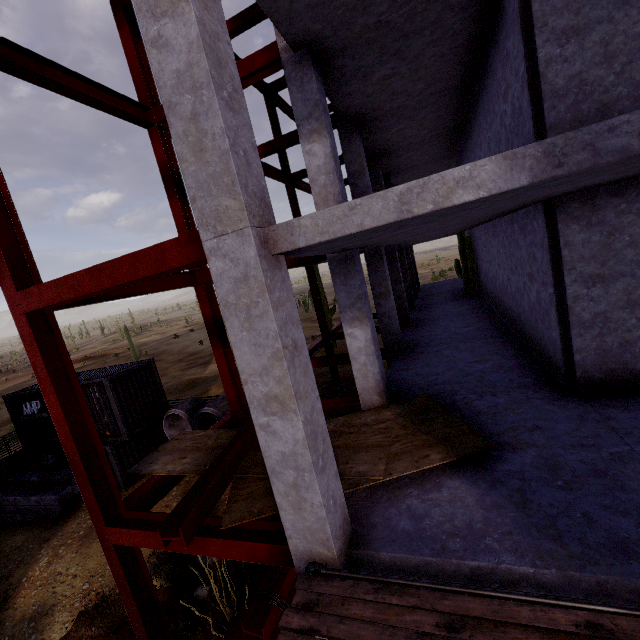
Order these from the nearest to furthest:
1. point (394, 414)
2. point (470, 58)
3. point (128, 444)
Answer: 1. point (394, 414)
2. point (470, 58)
3. point (128, 444)

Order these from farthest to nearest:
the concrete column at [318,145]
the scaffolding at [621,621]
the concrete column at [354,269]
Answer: the concrete column at [354,269] → the concrete column at [318,145] → the scaffolding at [621,621]

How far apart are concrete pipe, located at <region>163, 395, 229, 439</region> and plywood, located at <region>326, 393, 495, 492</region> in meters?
8.8 m

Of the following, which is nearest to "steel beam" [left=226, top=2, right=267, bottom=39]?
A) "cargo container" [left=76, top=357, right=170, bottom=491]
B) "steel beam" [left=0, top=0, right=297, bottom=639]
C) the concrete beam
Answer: "steel beam" [left=0, top=0, right=297, bottom=639]

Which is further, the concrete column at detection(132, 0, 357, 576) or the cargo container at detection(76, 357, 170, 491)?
the cargo container at detection(76, 357, 170, 491)

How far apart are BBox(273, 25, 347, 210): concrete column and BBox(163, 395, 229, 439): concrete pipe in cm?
979

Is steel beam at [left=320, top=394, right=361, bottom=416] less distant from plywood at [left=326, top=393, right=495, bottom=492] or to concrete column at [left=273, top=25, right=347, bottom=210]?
plywood at [left=326, top=393, right=495, bottom=492]

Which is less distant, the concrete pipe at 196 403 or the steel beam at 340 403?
the steel beam at 340 403
